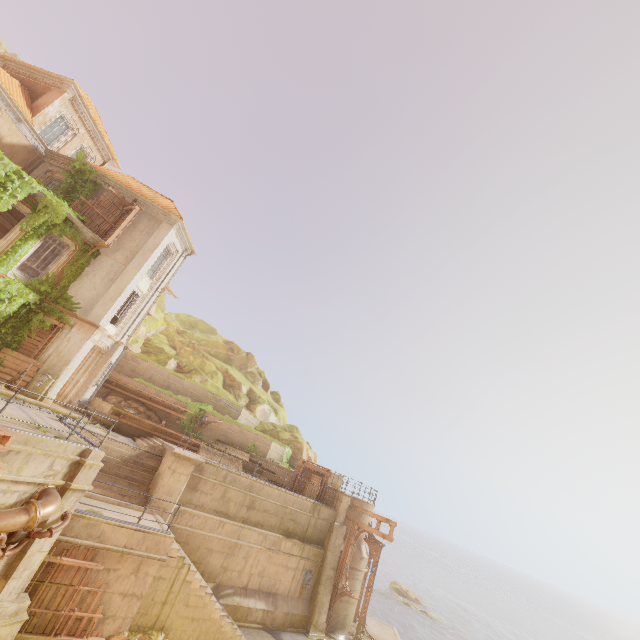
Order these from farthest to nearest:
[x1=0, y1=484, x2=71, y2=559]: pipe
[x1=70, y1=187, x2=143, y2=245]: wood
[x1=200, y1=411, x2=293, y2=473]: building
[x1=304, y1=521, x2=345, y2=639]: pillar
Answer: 1. [x1=200, y1=411, x2=293, y2=473]: building
2. [x1=70, y1=187, x2=143, y2=245]: wood
3. [x1=304, y1=521, x2=345, y2=639]: pillar
4. [x1=0, y1=484, x2=71, y2=559]: pipe

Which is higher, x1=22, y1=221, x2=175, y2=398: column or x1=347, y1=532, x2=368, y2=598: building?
x1=22, y1=221, x2=175, y2=398: column

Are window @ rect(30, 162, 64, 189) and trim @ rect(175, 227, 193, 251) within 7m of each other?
yes

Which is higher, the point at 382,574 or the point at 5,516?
Answer: the point at 5,516

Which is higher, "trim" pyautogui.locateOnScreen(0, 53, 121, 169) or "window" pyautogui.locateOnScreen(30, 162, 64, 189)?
"trim" pyautogui.locateOnScreen(0, 53, 121, 169)

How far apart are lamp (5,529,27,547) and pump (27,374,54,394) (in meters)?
9.00

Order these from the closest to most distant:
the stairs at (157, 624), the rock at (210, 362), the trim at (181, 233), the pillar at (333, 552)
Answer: the stairs at (157, 624) < the pillar at (333, 552) < the trim at (181, 233) < the rock at (210, 362)

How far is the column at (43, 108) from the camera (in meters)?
18.81
